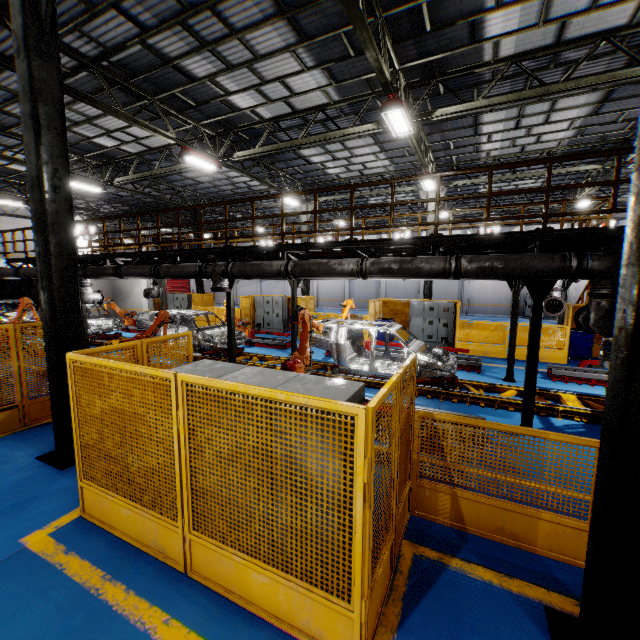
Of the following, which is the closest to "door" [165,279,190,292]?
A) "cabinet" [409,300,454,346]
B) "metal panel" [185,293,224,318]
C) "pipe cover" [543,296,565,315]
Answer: "metal panel" [185,293,224,318]

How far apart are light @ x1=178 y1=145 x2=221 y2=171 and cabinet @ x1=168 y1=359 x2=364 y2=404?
10.5m

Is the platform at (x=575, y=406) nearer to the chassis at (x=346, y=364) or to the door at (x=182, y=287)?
the chassis at (x=346, y=364)

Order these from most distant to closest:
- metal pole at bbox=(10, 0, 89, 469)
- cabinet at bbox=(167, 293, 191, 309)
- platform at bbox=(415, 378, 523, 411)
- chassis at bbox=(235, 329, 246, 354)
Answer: cabinet at bbox=(167, 293, 191, 309)
chassis at bbox=(235, 329, 246, 354)
platform at bbox=(415, 378, 523, 411)
metal pole at bbox=(10, 0, 89, 469)

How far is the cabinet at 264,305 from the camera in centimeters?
1955cm

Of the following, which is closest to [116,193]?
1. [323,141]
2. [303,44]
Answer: [323,141]

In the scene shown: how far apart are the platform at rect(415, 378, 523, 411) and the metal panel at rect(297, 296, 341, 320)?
4.56m

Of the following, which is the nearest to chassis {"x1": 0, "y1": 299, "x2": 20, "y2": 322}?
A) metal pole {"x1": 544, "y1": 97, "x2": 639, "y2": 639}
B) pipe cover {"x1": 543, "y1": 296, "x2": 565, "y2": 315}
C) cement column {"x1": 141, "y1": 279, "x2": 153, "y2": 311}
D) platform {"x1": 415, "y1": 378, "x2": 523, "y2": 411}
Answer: platform {"x1": 415, "y1": 378, "x2": 523, "y2": 411}
